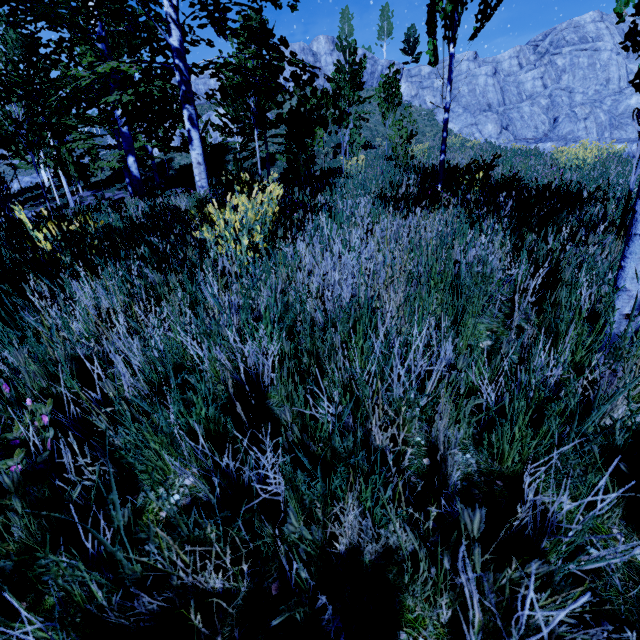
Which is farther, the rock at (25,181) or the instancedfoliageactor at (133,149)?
the rock at (25,181)

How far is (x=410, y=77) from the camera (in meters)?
40.09

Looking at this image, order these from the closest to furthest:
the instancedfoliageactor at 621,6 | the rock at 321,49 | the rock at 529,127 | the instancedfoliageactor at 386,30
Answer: the instancedfoliageactor at 621,6 → the rock at 529,127 → the rock at 321,49 → the instancedfoliageactor at 386,30

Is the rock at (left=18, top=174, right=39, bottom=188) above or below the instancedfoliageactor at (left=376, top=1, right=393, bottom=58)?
below

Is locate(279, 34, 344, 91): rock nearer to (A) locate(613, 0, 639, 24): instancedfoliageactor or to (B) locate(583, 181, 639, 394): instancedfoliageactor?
(B) locate(583, 181, 639, 394): instancedfoliageactor

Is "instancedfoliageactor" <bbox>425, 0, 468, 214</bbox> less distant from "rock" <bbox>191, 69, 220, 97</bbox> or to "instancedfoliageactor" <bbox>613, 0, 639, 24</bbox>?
"instancedfoliageactor" <bbox>613, 0, 639, 24</bbox>

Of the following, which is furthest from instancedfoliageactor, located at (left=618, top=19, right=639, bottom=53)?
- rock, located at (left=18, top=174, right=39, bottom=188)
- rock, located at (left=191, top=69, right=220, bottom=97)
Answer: rock, located at (left=18, top=174, right=39, bottom=188)

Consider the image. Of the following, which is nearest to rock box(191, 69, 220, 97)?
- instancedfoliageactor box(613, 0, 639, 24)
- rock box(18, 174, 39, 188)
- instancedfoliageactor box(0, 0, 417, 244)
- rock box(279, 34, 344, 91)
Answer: rock box(279, 34, 344, 91)
